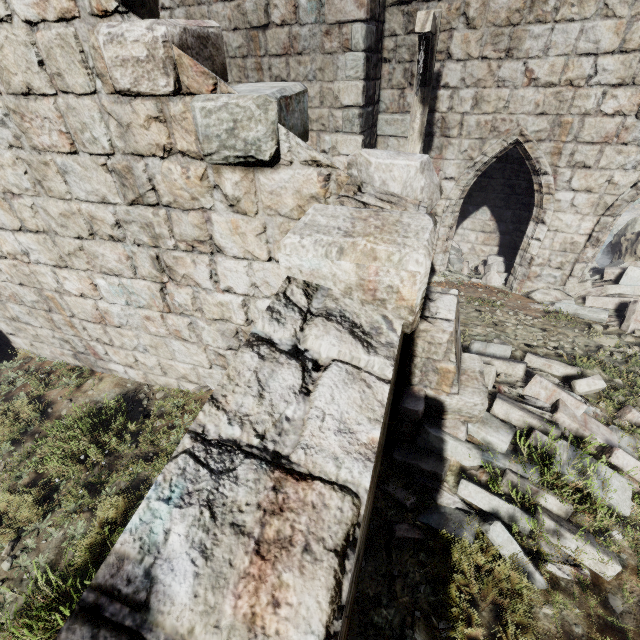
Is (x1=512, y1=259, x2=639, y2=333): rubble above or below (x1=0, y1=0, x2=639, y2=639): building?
below

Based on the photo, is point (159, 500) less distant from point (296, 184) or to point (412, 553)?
point (296, 184)

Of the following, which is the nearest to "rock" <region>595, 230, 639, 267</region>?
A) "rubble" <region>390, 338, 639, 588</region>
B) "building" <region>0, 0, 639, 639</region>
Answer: "building" <region>0, 0, 639, 639</region>

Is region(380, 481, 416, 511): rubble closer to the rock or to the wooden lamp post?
the wooden lamp post

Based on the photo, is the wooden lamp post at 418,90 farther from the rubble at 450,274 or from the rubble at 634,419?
the rubble at 634,419

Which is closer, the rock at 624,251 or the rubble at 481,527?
the rubble at 481,527

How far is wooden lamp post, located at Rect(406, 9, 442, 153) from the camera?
3.98m

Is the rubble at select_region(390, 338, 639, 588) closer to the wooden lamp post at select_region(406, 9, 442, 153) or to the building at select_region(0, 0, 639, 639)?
the building at select_region(0, 0, 639, 639)
